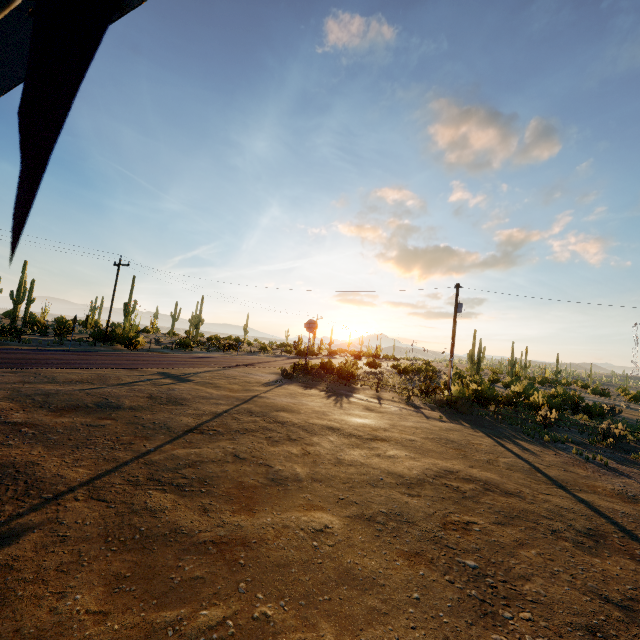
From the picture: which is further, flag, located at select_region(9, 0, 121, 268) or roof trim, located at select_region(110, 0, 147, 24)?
roof trim, located at select_region(110, 0, 147, 24)

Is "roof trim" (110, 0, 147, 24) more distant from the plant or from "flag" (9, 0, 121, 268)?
the plant

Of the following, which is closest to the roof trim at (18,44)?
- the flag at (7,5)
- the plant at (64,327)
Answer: the flag at (7,5)

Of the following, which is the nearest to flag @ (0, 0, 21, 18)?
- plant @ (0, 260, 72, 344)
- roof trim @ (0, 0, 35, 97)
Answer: roof trim @ (0, 0, 35, 97)

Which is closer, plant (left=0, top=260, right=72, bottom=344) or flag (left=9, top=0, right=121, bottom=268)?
flag (left=9, top=0, right=121, bottom=268)

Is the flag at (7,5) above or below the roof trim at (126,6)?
below

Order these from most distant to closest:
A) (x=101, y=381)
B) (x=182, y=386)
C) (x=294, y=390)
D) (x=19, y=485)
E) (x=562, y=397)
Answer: (x=562, y=397)
(x=294, y=390)
(x=182, y=386)
(x=101, y=381)
(x=19, y=485)
